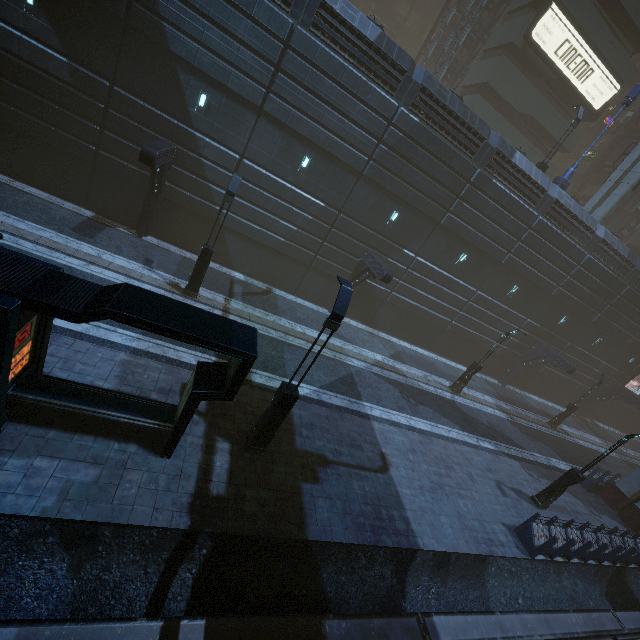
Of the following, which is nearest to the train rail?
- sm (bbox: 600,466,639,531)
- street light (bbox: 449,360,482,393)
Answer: sm (bbox: 600,466,639,531)

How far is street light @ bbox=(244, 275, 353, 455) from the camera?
7.7m

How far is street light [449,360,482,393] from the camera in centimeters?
2042cm

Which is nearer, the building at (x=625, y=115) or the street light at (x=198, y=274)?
the street light at (x=198, y=274)

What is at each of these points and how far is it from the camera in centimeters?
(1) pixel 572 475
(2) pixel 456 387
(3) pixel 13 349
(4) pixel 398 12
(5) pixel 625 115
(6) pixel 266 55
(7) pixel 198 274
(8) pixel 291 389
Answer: (1) street light, 1416cm
(2) street light, 2105cm
(3) building, 580cm
(4) building, 4469cm
(5) building, 3847cm
(6) building, 1434cm
(7) street light, 1412cm
(8) street light, 866cm

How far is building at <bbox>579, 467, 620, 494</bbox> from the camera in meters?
19.0 m

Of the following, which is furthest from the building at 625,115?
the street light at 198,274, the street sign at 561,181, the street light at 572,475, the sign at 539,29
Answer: the street light at 198,274

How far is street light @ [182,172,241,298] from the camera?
12.86m
